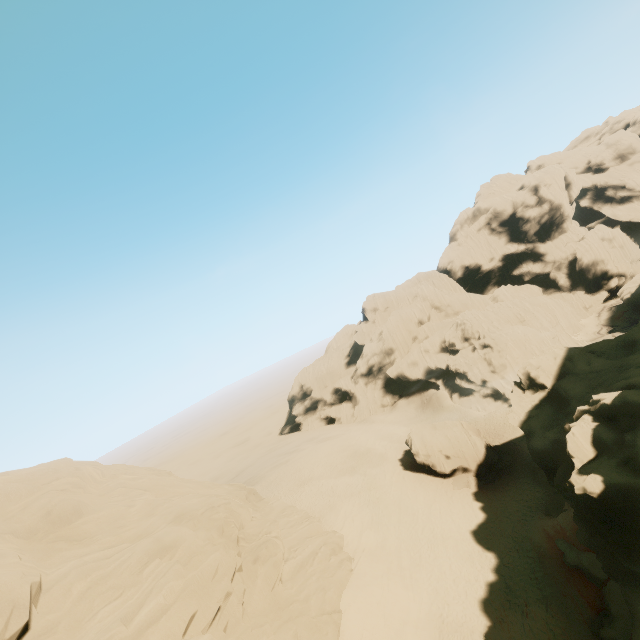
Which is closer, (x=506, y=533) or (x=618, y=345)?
(x=506, y=533)

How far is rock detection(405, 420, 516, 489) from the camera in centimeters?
3643cm

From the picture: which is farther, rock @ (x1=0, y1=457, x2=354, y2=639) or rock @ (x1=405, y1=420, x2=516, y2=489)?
rock @ (x1=405, y1=420, x2=516, y2=489)

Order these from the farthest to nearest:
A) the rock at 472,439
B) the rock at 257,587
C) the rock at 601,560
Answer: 1. the rock at 472,439
2. the rock at 601,560
3. the rock at 257,587

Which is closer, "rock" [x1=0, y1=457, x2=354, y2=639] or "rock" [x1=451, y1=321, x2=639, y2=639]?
"rock" [x1=0, y1=457, x2=354, y2=639]

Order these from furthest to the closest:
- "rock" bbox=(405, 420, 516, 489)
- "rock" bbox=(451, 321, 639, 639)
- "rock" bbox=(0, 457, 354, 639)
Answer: "rock" bbox=(405, 420, 516, 489) < "rock" bbox=(451, 321, 639, 639) < "rock" bbox=(0, 457, 354, 639)

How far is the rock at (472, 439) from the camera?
36.4 meters
